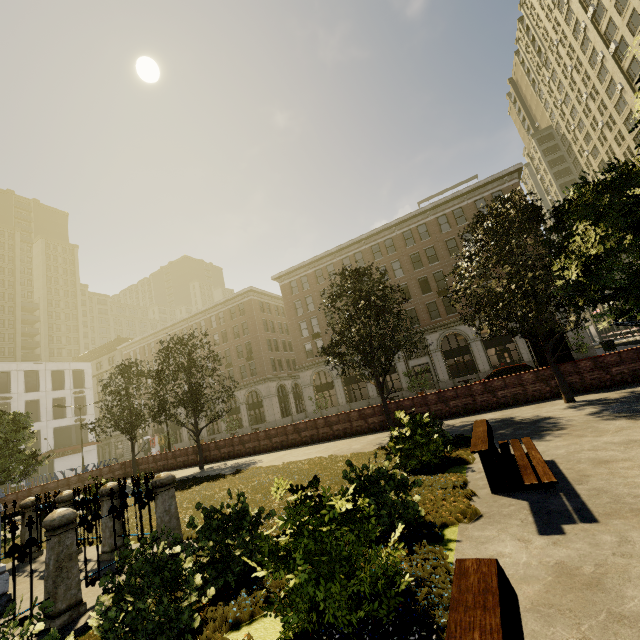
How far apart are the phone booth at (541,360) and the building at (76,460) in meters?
54.9

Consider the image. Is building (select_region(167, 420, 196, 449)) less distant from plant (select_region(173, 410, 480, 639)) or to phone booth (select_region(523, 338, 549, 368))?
phone booth (select_region(523, 338, 549, 368))

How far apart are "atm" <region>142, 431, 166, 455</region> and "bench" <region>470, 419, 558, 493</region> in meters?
55.1

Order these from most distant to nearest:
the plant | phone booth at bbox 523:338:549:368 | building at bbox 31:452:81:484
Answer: building at bbox 31:452:81:484 < phone booth at bbox 523:338:549:368 < the plant

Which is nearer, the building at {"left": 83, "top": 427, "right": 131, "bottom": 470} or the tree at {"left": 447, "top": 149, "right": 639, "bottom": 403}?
the tree at {"left": 447, "top": 149, "right": 639, "bottom": 403}

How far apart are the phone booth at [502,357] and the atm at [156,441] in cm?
4980

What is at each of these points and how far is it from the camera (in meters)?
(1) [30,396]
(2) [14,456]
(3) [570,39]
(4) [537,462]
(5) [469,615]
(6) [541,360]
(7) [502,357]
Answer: (1) building, 42.38
(2) tree, 16.88
(3) building, 52.81
(4) bench, 4.95
(5) bench, 1.61
(6) phone booth, 13.45
(7) phone booth, 31.50

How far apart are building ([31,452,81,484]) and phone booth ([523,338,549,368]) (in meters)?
54.90
